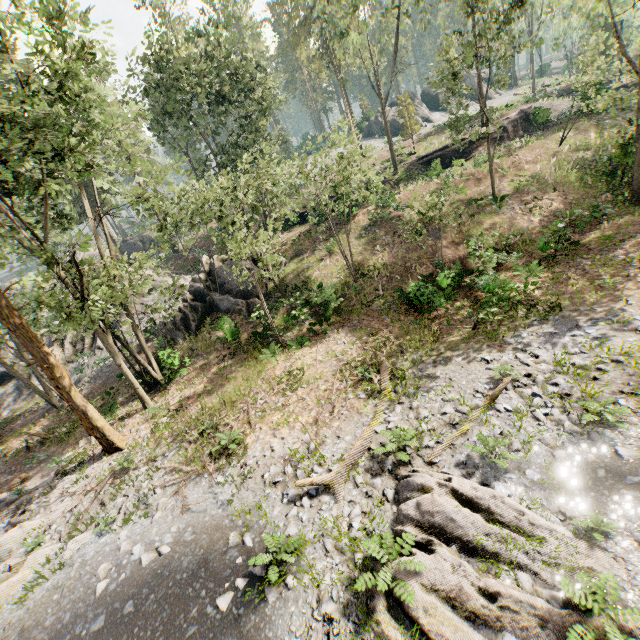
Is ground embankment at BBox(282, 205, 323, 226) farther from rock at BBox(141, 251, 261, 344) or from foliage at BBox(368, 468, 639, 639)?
rock at BBox(141, 251, 261, 344)

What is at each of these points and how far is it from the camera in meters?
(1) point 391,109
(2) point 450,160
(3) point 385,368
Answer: (1) rock, 53.4 m
(2) ground embankment, 31.8 m
(3) foliage, 13.5 m

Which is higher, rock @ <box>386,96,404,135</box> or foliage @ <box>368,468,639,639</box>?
rock @ <box>386,96,404,135</box>

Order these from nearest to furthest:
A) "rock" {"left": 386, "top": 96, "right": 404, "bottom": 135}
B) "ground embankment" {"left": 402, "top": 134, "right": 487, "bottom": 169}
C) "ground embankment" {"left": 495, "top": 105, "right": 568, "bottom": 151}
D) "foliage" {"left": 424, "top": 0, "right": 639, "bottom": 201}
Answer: "foliage" {"left": 424, "top": 0, "right": 639, "bottom": 201} → "ground embankment" {"left": 402, "top": 134, "right": 487, "bottom": 169} → "ground embankment" {"left": 495, "top": 105, "right": 568, "bottom": 151} → "rock" {"left": 386, "top": 96, "right": 404, "bottom": 135}

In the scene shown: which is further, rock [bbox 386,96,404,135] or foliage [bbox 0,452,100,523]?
rock [bbox 386,96,404,135]

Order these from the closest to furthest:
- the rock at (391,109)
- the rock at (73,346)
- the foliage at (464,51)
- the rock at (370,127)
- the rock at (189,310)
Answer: the foliage at (464,51), the rock at (189,310), the rock at (73,346), the rock at (391,109), the rock at (370,127)

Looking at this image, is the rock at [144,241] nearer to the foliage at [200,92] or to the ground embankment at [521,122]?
the foliage at [200,92]
